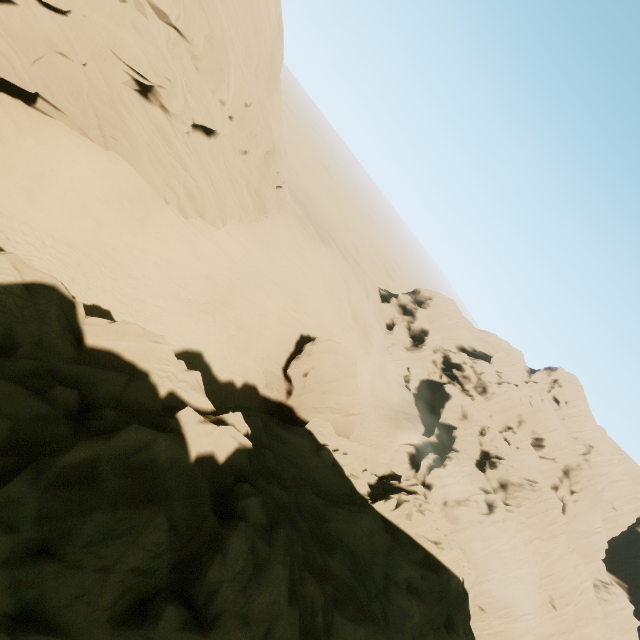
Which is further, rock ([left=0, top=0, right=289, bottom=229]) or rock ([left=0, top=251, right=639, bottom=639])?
rock ([left=0, top=0, right=289, bottom=229])

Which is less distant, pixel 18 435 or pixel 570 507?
pixel 18 435

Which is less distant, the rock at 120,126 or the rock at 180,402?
the rock at 180,402
